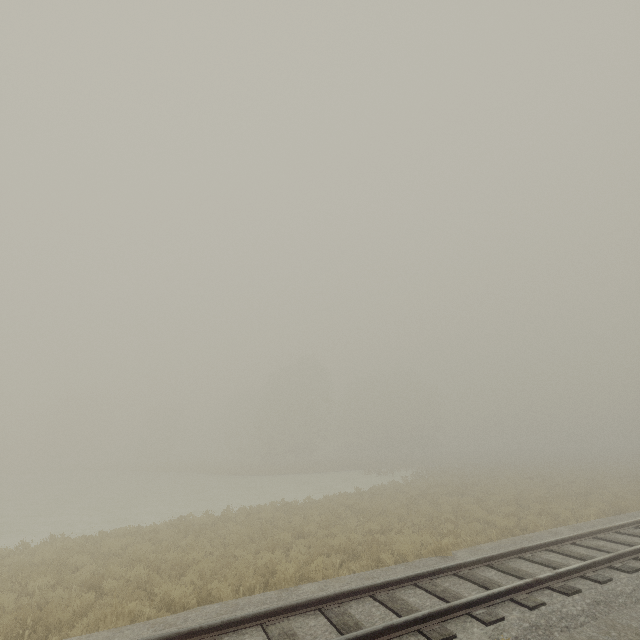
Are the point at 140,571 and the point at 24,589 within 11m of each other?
yes
